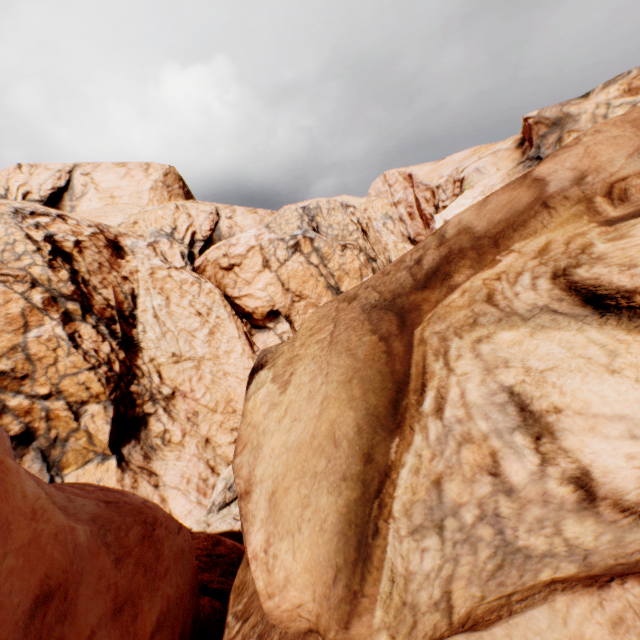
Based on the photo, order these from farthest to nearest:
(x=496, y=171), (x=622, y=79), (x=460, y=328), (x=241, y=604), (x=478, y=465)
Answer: (x=496, y=171) < (x=622, y=79) < (x=241, y=604) < (x=460, y=328) < (x=478, y=465)
